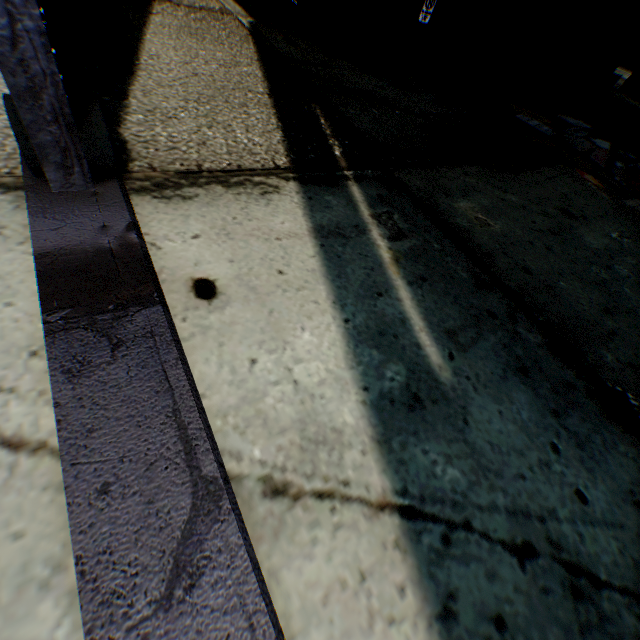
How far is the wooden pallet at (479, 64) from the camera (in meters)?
6.74

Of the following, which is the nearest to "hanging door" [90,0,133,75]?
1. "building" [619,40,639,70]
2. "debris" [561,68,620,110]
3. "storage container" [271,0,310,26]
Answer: "building" [619,40,639,70]

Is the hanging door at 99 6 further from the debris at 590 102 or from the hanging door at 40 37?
the debris at 590 102

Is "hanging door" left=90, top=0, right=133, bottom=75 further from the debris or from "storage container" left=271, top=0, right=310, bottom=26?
the debris

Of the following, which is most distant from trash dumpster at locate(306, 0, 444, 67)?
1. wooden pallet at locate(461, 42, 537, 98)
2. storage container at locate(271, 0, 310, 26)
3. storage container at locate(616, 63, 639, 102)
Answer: storage container at locate(616, 63, 639, 102)

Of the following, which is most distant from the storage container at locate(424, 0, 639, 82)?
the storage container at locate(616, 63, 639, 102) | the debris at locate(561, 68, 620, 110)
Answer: the storage container at locate(616, 63, 639, 102)

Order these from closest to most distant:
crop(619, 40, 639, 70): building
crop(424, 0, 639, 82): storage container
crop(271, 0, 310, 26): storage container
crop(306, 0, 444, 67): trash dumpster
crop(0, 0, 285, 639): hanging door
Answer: crop(0, 0, 285, 639): hanging door → crop(306, 0, 444, 67): trash dumpster → crop(271, 0, 310, 26): storage container → crop(424, 0, 639, 82): storage container → crop(619, 40, 639, 70): building

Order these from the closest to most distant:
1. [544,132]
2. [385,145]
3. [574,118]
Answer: [385,145]
[544,132]
[574,118]
